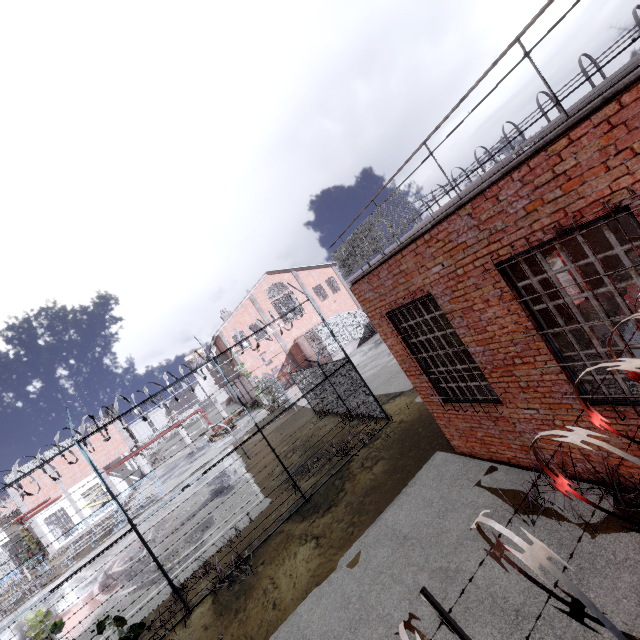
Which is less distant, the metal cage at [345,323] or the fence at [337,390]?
the fence at [337,390]

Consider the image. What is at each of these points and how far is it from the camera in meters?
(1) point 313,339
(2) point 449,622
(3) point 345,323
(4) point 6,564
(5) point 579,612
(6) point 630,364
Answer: (1) metal cage, 31.8 m
(2) fence, 1.3 m
(3) metal cage, 31.9 m
(4) fence, 27.2 m
(5) fence, 1.3 m
(6) fence, 1.5 m

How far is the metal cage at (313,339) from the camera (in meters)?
30.62

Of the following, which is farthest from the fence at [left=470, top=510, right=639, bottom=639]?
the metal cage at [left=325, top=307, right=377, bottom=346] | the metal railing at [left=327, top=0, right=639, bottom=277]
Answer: the metal cage at [left=325, top=307, right=377, bottom=346]

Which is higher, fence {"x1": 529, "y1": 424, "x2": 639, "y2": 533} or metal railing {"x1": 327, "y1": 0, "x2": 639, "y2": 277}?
metal railing {"x1": 327, "y1": 0, "x2": 639, "y2": 277}

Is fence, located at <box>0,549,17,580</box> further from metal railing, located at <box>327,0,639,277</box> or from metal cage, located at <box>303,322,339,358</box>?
metal cage, located at <box>303,322,339,358</box>
